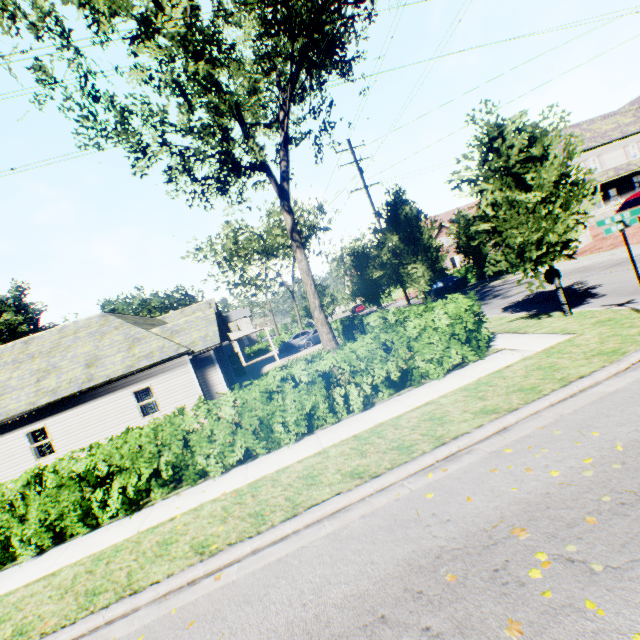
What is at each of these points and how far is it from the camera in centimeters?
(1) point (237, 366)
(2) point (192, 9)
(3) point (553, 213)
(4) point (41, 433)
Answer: (1) door, 2847cm
(2) tree, 1149cm
(3) tree, 880cm
(4) curtain, 1562cm

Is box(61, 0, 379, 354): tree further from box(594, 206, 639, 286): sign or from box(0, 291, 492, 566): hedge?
box(0, 291, 492, 566): hedge

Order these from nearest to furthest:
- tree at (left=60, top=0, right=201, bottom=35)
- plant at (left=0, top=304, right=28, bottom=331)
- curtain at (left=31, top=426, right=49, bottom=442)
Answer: tree at (left=60, top=0, right=201, bottom=35), curtain at (left=31, top=426, right=49, bottom=442), plant at (left=0, top=304, right=28, bottom=331)

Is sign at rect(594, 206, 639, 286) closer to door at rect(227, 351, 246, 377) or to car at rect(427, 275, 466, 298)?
car at rect(427, 275, 466, 298)

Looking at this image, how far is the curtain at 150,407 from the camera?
16.4 meters

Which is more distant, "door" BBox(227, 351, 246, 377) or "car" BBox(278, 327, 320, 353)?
"car" BBox(278, 327, 320, 353)

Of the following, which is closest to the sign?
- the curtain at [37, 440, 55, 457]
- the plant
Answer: the curtain at [37, 440, 55, 457]

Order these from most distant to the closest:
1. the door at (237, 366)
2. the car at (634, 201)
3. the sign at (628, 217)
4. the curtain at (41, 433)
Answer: the door at (237, 366) < the car at (634, 201) < the curtain at (41, 433) < the sign at (628, 217)
